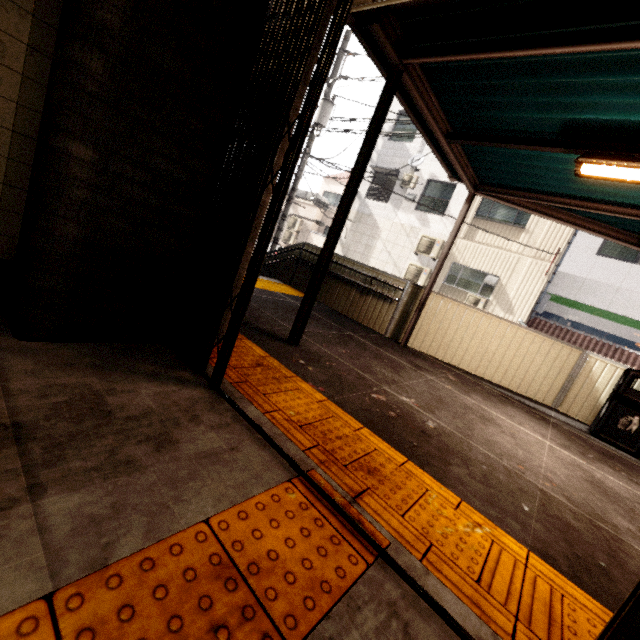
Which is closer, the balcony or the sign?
the sign

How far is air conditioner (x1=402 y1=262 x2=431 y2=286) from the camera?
14.3m

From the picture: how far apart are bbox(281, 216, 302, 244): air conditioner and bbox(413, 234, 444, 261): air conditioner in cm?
842

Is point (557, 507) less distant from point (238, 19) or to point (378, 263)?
point (238, 19)

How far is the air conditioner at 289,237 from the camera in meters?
20.5

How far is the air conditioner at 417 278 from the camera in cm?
1435

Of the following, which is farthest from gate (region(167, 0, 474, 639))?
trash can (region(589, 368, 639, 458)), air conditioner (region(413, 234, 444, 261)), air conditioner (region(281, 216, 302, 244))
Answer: air conditioner (region(281, 216, 302, 244))

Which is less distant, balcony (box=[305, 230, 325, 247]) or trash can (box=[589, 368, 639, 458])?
trash can (box=[589, 368, 639, 458])
